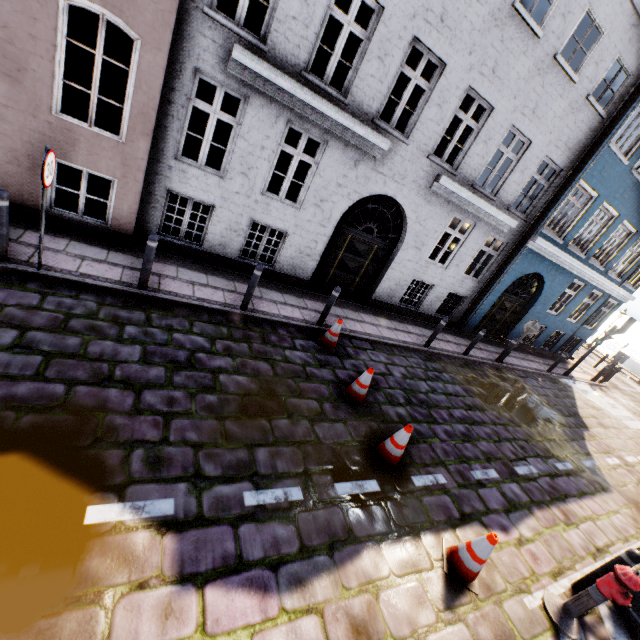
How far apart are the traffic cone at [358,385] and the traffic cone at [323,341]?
1.06m

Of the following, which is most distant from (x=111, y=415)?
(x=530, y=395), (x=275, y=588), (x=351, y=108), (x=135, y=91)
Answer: (x=530, y=395)

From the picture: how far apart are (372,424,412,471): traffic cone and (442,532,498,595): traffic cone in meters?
1.0

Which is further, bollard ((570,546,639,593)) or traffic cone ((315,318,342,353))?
traffic cone ((315,318,342,353))

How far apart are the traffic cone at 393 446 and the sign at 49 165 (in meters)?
6.32

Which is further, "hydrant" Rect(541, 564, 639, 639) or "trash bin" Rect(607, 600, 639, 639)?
"trash bin" Rect(607, 600, 639, 639)

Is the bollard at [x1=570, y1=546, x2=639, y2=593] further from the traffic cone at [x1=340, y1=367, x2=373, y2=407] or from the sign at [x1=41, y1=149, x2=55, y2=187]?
the sign at [x1=41, y1=149, x2=55, y2=187]

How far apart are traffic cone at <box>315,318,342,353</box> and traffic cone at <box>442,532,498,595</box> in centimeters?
398cm
